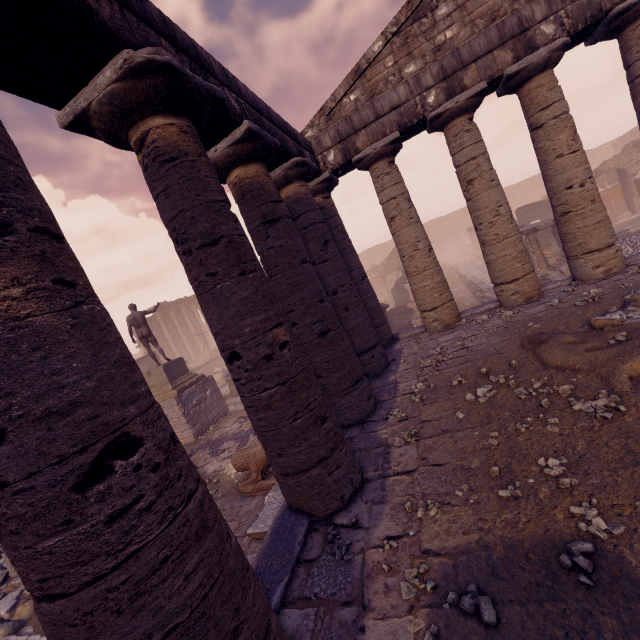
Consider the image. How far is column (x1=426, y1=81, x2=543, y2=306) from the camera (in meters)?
8.15

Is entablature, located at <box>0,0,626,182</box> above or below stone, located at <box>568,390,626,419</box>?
above

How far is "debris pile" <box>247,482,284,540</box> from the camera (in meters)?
5.19

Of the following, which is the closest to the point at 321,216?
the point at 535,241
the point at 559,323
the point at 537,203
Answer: the point at 559,323

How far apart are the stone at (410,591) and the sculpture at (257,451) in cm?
371

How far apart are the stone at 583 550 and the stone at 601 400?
1.3 meters

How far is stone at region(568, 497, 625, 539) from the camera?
2.51m

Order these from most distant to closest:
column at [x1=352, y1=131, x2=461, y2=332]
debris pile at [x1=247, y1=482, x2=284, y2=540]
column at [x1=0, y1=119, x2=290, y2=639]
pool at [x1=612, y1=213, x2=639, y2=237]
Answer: pool at [x1=612, y1=213, x2=639, y2=237], column at [x1=352, y1=131, x2=461, y2=332], debris pile at [x1=247, y1=482, x2=284, y2=540], column at [x1=0, y1=119, x2=290, y2=639]
